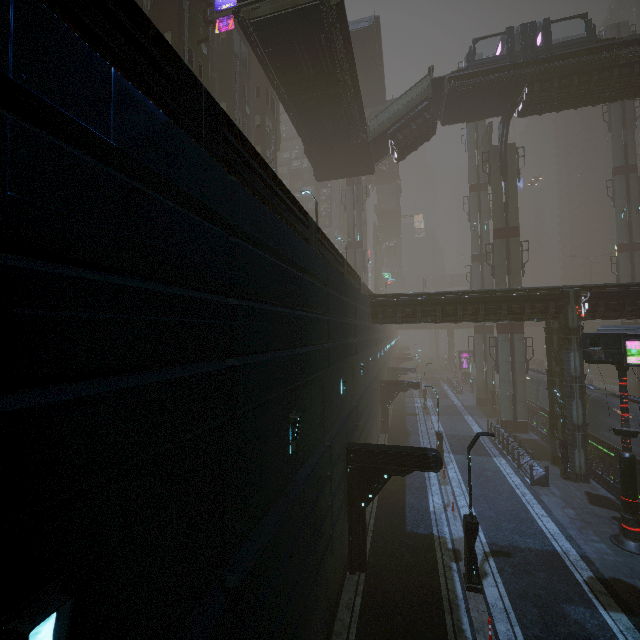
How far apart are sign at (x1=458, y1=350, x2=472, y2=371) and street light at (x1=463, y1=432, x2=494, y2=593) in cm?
4797

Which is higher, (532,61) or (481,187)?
(532,61)

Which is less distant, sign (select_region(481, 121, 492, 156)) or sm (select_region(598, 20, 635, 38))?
sign (select_region(481, 121, 492, 156))

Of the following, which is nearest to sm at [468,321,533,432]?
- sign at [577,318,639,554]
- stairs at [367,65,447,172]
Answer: stairs at [367,65,447,172]

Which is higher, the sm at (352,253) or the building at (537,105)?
the building at (537,105)

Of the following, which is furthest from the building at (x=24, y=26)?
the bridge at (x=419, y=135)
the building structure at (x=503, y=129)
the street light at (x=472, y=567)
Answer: the building structure at (x=503, y=129)

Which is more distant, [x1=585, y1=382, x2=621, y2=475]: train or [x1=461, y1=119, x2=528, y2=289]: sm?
[x1=461, y1=119, x2=528, y2=289]: sm

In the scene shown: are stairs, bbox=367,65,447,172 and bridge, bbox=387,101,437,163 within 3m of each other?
yes
